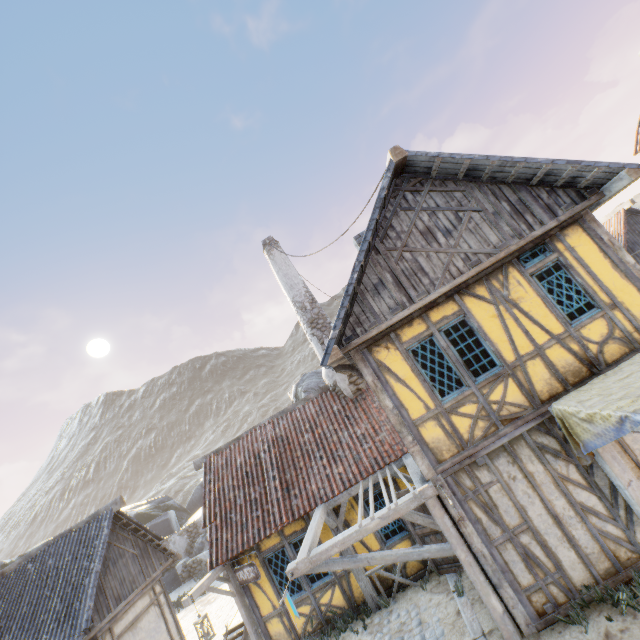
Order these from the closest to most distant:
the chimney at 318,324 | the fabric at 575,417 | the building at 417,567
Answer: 1. the fabric at 575,417
2. the building at 417,567
3. the chimney at 318,324

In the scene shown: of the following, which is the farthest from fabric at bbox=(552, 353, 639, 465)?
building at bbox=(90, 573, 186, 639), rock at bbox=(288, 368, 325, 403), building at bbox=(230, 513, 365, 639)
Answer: building at bbox=(90, 573, 186, 639)

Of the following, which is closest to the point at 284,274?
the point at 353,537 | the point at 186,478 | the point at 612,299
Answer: the point at 353,537

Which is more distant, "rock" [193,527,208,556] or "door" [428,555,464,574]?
"rock" [193,527,208,556]

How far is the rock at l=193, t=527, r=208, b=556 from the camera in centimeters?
2155cm

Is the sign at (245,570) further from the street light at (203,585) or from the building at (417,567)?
the building at (417,567)

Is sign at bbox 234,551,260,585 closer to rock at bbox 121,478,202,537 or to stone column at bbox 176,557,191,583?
rock at bbox 121,478,202,537
